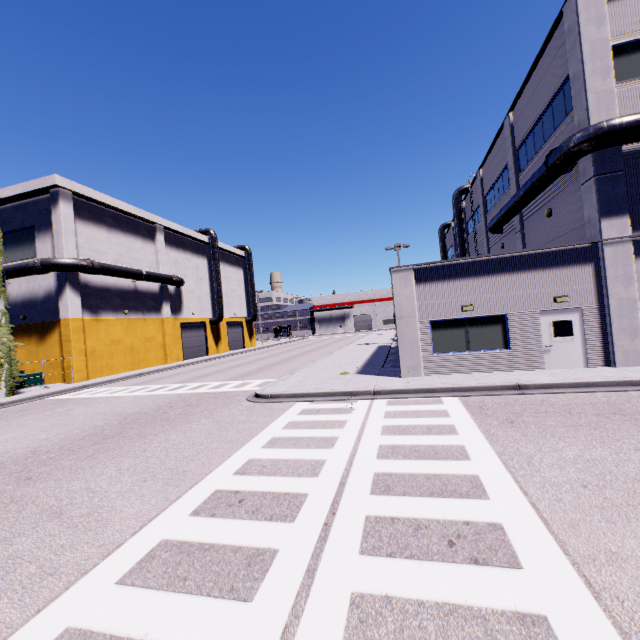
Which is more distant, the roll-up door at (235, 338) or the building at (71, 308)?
the roll-up door at (235, 338)

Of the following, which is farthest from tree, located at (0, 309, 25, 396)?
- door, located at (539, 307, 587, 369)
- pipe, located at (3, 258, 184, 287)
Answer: door, located at (539, 307, 587, 369)

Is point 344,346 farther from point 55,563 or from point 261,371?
point 55,563

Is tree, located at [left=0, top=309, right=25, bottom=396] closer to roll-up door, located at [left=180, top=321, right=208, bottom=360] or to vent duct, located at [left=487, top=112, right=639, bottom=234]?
vent duct, located at [left=487, top=112, right=639, bottom=234]

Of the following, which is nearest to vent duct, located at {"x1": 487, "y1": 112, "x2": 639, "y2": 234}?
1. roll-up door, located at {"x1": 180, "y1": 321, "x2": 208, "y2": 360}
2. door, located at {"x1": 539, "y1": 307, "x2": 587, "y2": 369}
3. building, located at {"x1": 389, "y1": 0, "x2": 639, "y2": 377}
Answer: building, located at {"x1": 389, "y1": 0, "x2": 639, "y2": 377}

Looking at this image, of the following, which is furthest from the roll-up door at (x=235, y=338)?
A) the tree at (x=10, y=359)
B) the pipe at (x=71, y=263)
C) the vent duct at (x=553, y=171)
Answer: the vent duct at (x=553, y=171)

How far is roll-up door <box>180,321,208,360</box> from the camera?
37.8m

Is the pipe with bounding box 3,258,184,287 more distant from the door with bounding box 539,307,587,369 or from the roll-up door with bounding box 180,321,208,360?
the door with bounding box 539,307,587,369
